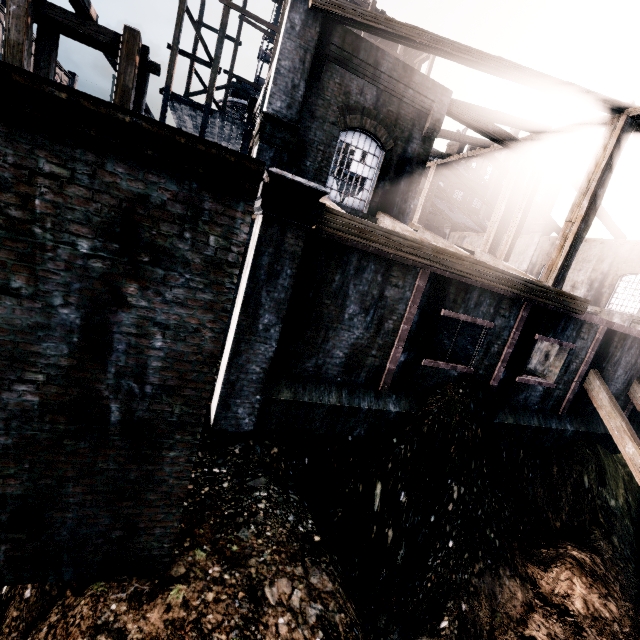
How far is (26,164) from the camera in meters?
3.2 m

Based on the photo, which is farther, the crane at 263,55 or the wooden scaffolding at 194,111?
the crane at 263,55

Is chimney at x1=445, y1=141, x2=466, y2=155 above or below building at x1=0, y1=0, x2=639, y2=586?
above

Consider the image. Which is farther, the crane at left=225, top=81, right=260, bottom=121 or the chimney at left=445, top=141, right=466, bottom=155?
the chimney at left=445, top=141, right=466, bottom=155

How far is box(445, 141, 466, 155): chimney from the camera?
55.5 meters

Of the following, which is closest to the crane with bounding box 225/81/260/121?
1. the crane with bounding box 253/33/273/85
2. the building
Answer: the crane with bounding box 253/33/273/85

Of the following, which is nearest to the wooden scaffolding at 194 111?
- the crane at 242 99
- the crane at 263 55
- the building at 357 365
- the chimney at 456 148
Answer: the building at 357 365

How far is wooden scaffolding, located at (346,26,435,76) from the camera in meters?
24.4
